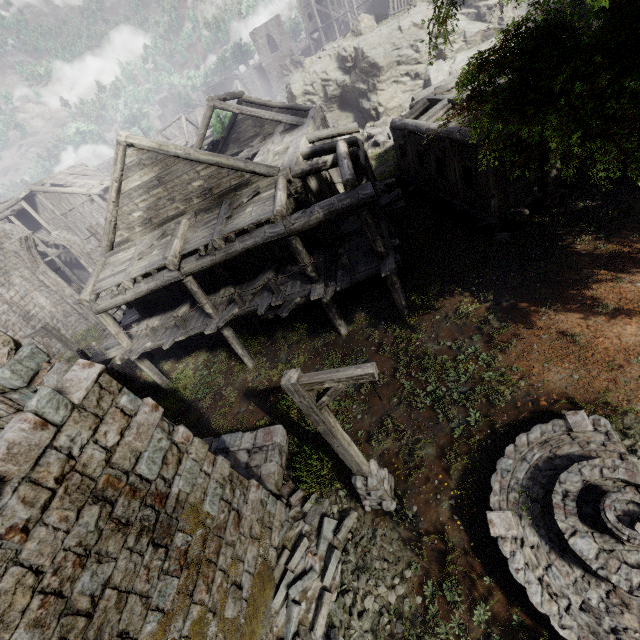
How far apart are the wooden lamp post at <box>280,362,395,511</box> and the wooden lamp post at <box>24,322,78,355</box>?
14.1 meters

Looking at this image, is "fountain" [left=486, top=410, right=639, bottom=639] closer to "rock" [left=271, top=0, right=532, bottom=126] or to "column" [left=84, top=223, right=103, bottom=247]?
"rock" [left=271, top=0, right=532, bottom=126]

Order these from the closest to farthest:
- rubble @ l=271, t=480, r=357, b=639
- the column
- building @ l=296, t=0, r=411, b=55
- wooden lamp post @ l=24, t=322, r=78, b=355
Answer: rubble @ l=271, t=480, r=357, b=639 → wooden lamp post @ l=24, t=322, r=78, b=355 → the column → building @ l=296, t=0, r=411, b=55

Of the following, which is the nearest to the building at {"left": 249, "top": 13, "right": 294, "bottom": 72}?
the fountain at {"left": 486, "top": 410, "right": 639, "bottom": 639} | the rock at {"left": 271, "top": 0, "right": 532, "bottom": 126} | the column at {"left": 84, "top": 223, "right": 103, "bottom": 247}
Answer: the rock at {"left": 271, "top": 0, "right": 532, "bottom": 126}

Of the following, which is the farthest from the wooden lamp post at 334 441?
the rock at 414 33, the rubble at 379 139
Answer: the rock at 414 33

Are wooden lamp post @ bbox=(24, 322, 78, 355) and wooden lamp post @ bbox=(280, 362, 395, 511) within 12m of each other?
no

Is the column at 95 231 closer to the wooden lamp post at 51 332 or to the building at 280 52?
the building at 280 52

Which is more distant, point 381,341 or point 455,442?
point 381,341
